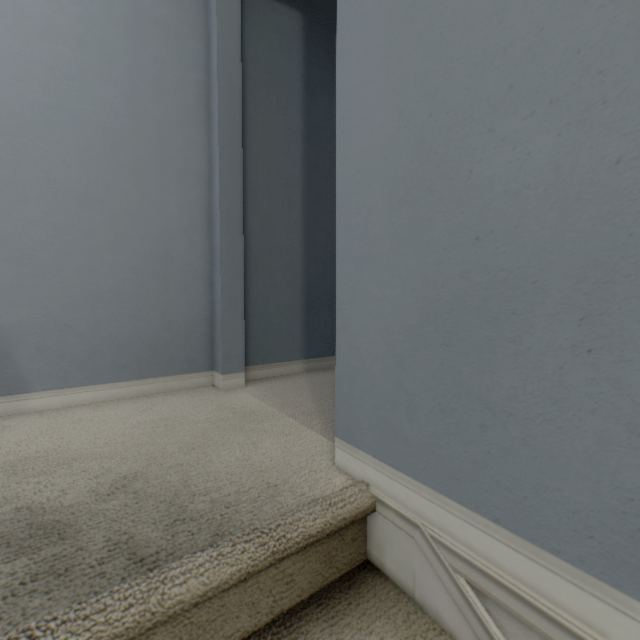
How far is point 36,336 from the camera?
1.3m
